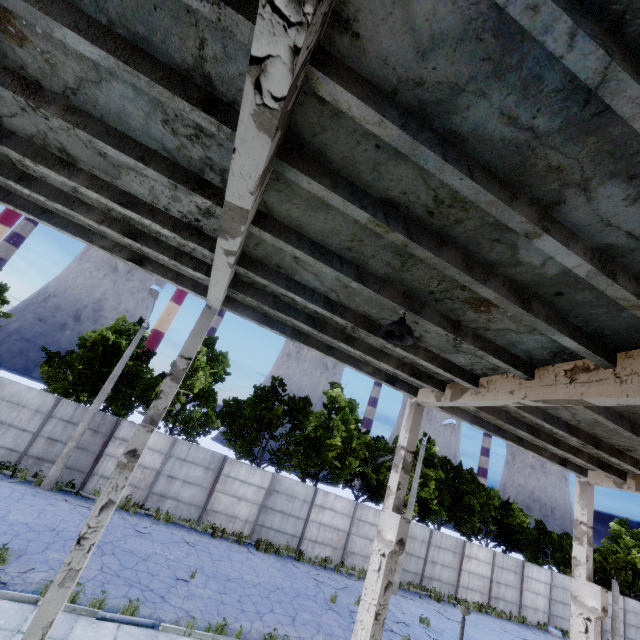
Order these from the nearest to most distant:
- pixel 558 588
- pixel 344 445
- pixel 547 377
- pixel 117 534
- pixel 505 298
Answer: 1. pixel 505 298
2. pixel 547 377
3. pixel 117 534
4. pixel 344 445
5. pixel 558 588

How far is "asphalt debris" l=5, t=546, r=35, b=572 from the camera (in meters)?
8.88

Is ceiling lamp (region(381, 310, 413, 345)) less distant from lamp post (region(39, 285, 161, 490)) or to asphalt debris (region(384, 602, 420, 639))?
asphalt debris (region(384, 602, 420, 639))

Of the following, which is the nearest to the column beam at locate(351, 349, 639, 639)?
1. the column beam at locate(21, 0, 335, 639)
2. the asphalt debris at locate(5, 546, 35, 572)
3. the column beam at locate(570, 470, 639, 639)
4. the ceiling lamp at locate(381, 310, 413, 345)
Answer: the ceiling lamp at locate(381, 310, 413, 345)

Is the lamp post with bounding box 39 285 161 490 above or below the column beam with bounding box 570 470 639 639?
below

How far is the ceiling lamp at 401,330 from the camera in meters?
4.9 m

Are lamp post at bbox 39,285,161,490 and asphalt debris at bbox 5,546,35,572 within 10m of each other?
yes

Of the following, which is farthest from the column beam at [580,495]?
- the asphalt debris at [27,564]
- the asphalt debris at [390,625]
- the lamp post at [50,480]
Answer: the lamp post at [50,480]
